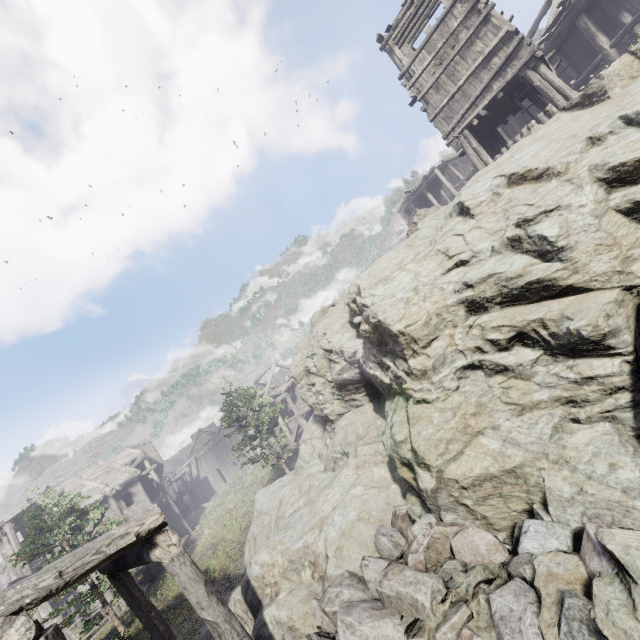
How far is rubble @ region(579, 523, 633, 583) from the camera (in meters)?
3.64

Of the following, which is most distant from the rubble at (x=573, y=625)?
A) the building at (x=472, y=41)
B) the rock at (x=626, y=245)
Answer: the building at (x=472, y=41)

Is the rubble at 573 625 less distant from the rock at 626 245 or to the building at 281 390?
the rock at 626 245

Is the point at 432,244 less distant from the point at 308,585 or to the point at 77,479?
the point at 308,585

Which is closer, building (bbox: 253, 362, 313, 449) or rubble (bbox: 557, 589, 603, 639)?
rubble (bbox: 557, 589, 603, 639)

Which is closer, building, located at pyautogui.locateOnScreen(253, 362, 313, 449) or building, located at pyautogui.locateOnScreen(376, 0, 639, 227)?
building, located at pyautogui.locateOnScreen(376, 0, 639, 227)

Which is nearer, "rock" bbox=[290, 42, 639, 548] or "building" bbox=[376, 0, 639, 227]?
"rock" bbox=[290, 42, 639, 548]

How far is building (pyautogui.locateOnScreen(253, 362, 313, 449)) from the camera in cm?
3006
